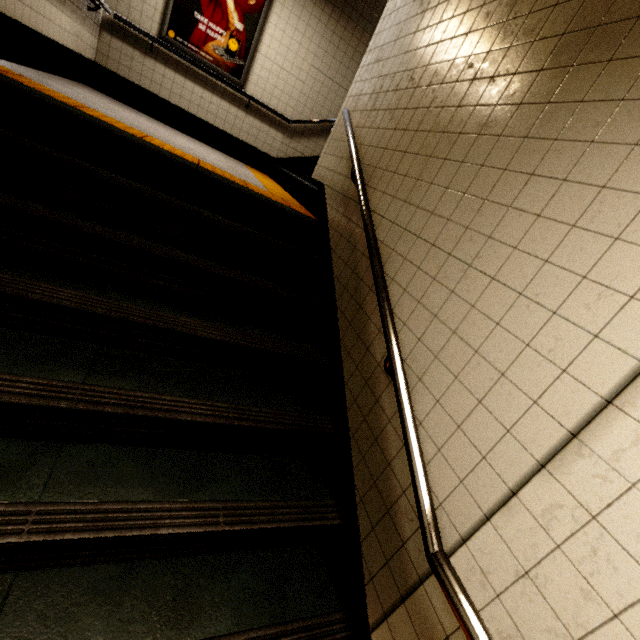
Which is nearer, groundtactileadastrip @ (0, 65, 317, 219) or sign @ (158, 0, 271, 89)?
groundtactileadastrip @ (0, 65, 317, 219)

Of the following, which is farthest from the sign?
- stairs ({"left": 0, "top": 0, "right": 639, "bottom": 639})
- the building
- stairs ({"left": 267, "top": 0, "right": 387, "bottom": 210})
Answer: stairs ({"left": 0, "top": 0, "right": 639, "bottom": 639})

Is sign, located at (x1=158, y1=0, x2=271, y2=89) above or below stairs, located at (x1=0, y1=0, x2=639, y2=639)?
above

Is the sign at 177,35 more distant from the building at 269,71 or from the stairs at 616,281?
the stairs at 616,281

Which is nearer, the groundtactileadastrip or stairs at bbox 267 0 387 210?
the groundtactileadastrip

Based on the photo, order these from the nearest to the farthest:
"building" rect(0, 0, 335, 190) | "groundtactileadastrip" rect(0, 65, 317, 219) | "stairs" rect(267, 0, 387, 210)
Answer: "groundtactileadastrip" rect(0, 65, 317, 219) < "building" rect(0, 0, 335, 190) < "stairs" rect(267, 0, 387, 210)

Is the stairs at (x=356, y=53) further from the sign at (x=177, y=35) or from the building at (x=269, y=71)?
the sign at (x=177, y=35)

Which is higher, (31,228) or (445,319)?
(445,319)
